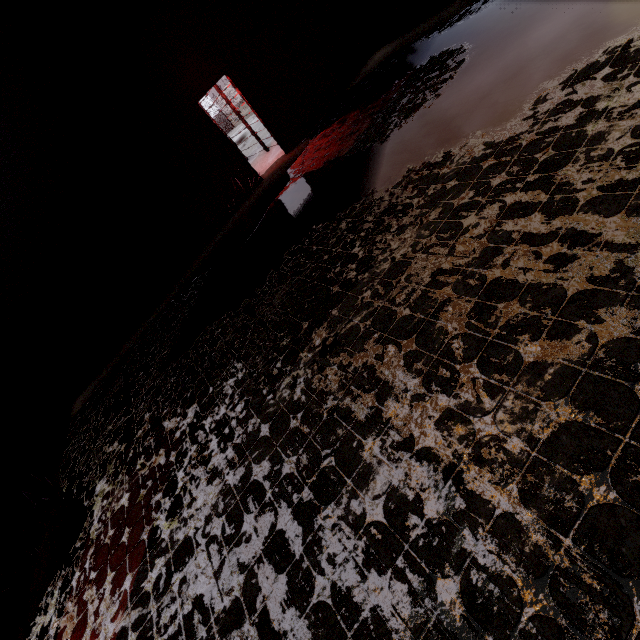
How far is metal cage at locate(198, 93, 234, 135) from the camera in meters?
10.5

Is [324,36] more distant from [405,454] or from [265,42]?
[405,454]

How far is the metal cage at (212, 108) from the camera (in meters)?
10.50
